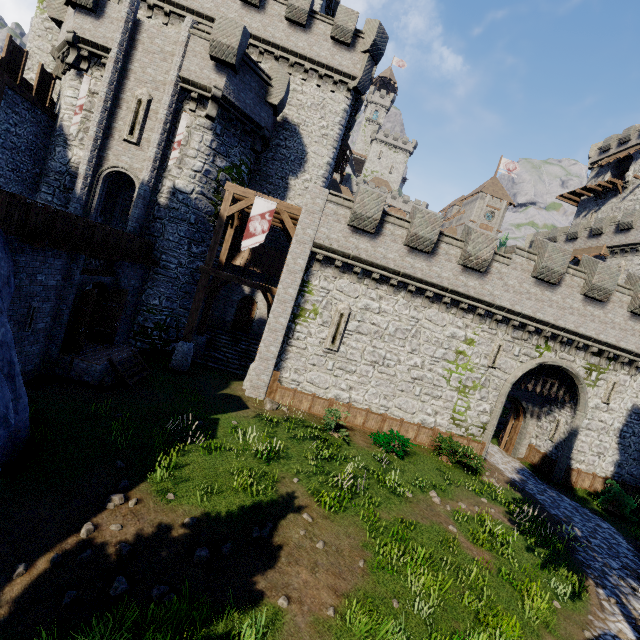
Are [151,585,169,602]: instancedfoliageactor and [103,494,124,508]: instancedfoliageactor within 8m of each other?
yes

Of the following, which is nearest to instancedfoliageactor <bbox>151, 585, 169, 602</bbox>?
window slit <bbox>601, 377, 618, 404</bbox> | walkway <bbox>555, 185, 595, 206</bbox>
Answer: window slit <bbox>601, 377, 618, 404</bbox>

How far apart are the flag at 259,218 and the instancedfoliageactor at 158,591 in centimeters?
1326cm

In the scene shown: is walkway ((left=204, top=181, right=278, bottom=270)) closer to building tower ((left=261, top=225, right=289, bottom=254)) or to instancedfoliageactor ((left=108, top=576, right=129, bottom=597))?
building tower ((left=261, top=225, right=289, bottom=254))

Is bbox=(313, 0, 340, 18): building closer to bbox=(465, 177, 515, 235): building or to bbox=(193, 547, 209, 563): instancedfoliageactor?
bbox=(465, 177, 515, 235): building

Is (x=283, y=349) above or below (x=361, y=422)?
above

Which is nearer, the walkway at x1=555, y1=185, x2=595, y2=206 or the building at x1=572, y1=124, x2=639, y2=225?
the building at x1=572, y1=124, x2=639, y2=225

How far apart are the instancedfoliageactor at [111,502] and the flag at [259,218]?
11.6m
